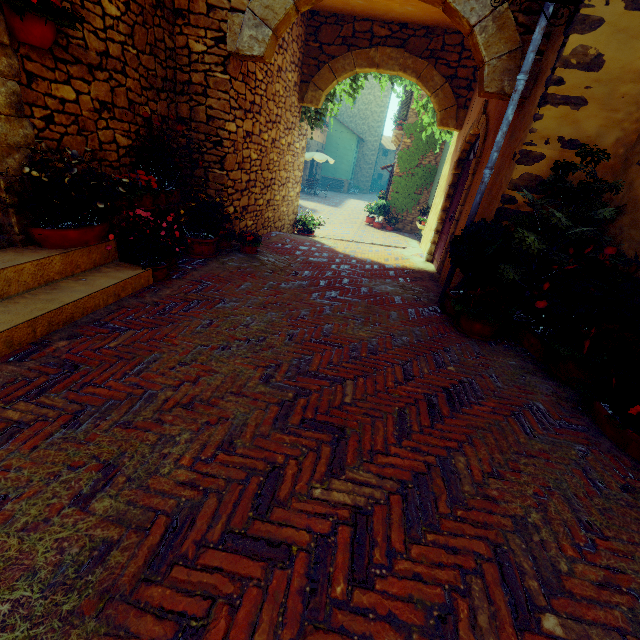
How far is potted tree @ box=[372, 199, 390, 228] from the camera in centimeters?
1516cm

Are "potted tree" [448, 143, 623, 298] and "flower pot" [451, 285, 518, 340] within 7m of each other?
yes

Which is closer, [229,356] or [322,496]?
[322,496]

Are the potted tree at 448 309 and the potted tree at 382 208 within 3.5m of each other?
no

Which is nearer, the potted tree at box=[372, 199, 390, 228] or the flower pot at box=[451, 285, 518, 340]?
the flower pot at box=[451, 285, 518, 340]

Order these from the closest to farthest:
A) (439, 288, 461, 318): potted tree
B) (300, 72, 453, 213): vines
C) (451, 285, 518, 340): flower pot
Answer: (451, 285, 518, 340): flower pot < (439, 288, 461, 318): potted tree < (300, 72, 453, 213): vines

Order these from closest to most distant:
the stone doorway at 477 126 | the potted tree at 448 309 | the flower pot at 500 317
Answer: the flower pot at 500 317 → the potted tree at 448 309 → the stone doorway at 477 126

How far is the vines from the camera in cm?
777
